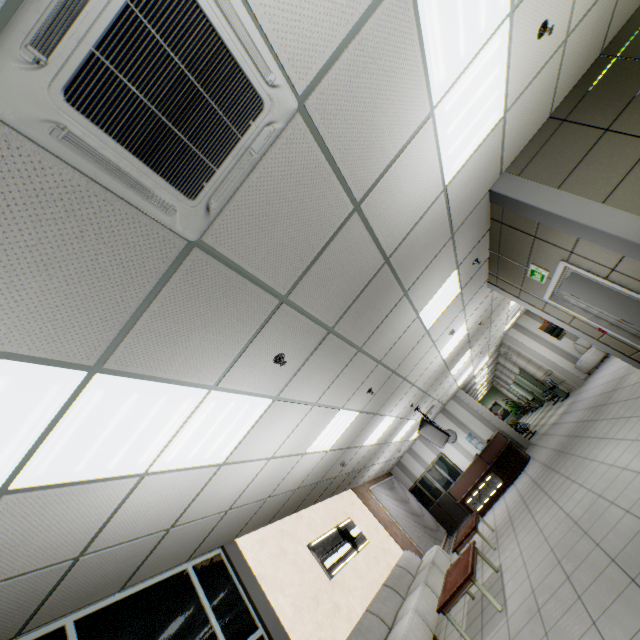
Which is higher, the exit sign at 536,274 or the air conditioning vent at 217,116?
the air conditioning vent at 217,116

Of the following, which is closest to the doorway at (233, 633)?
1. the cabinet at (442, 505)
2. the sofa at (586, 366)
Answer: the cabinet at (442, 505)

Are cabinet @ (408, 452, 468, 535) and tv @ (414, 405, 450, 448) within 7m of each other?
yes

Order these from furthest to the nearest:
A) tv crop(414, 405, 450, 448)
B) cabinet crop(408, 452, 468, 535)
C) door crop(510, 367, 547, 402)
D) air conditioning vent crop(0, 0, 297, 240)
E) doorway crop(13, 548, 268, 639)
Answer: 1. door crop(510, 367, 547, 402)
2. cabinet crop(408, 452, 468, 535)
3. tv crop(414, 405, 450, 448)
4. doorway crop(13, 548, 268, 639)
5. air conditioning vent crop(0, 0, 297, 240)

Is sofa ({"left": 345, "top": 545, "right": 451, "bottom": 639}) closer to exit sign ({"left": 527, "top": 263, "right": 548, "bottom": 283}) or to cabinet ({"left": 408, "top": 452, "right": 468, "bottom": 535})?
cabinet ({"left": 408, "top": 452, "right": 468, "bottom": 535})

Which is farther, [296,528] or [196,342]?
[296,528]

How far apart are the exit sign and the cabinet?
10.5 meters

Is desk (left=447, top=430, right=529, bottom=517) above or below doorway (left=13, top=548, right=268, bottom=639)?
below
